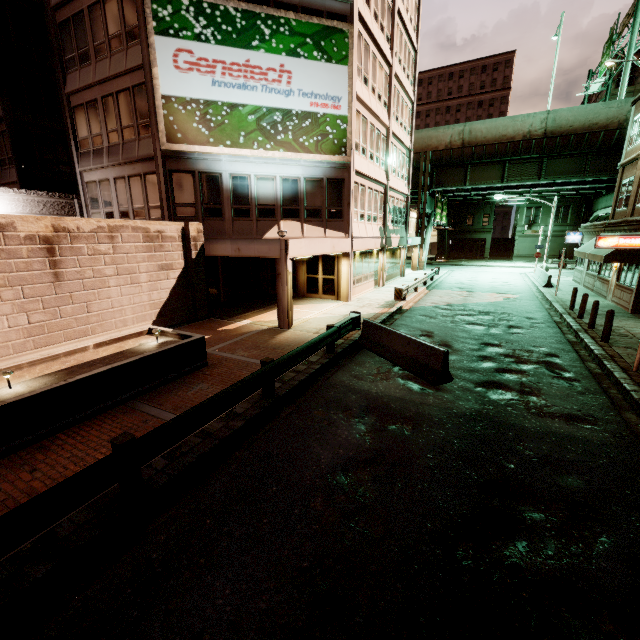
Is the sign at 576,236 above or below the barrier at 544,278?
above

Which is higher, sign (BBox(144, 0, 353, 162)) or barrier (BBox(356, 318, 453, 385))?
sign (BBox(144, 0, 353, 162))

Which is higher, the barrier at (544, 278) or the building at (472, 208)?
the building at (472, 208)

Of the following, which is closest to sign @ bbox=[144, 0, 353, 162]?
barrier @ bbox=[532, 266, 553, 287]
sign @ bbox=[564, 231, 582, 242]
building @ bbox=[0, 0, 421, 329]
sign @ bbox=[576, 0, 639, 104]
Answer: building @ bbox=[0, 0, 421, 329]

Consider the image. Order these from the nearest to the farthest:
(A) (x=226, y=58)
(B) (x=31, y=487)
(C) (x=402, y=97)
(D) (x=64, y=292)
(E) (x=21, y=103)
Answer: (B) (x=31, y=487) < (D) (x=64, y=292) < (A) (x=226, y=58) < (E) (x=21, y=103) < (C) (x=402, y=97)

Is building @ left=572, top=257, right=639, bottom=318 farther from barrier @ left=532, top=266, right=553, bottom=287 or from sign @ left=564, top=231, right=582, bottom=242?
barrier @ left=532, top=266, right=553, bottom=287

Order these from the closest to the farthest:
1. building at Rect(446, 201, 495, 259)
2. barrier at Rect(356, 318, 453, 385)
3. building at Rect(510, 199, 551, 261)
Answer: barrier at Rect(356, 318, 453, 385) → building at Rect(510, 199, 551, 261) → building at Rect(446, 201, 495, 259)

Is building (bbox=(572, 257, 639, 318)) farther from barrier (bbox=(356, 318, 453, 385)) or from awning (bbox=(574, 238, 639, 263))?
barrier (bbox=(356, 318, 453, 385))
